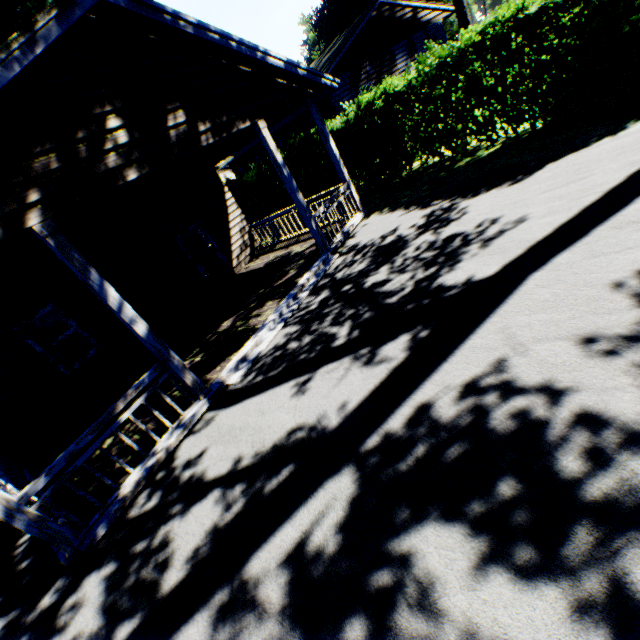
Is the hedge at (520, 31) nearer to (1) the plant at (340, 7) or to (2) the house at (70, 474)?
(2) the house at (70, 474)

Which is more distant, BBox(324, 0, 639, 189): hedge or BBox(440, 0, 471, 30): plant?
BBox(440, 0, 471, 30): plant

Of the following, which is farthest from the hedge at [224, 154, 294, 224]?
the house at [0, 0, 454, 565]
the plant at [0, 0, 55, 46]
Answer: the plant at [0, 0, 55, 46]

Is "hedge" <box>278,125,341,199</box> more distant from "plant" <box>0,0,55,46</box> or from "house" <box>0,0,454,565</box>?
"plant" <box>0,0,55,46</box>

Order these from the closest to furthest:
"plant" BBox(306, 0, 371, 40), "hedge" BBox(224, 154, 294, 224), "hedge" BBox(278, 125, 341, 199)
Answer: "hedge" BBox(278, 125, 341, 199) < "hedge" BBox(224, 154, 294, 224) < "plant" BBox(306, 0, 371, 40)

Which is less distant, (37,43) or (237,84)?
(37,43)

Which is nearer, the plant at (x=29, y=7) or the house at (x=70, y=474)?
the house at (x=70, y=474)
